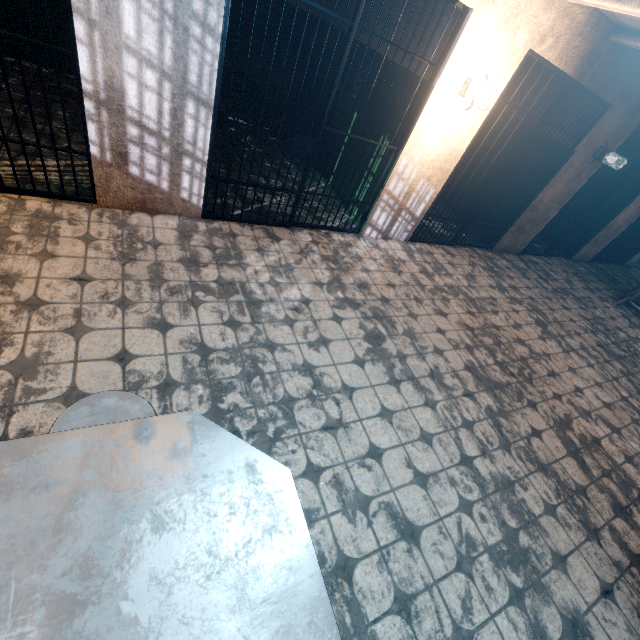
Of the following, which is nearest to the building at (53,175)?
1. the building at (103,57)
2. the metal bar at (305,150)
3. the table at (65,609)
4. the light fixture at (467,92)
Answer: the building at (103,57)

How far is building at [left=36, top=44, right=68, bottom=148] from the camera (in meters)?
3.54

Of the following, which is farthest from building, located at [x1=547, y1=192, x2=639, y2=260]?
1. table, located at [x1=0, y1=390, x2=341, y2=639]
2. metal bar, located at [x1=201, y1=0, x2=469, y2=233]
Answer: table, located at [x1=0, y1=390, x2=341, y2=639]

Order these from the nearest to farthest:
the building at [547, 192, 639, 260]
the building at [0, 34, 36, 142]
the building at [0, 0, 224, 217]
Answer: the building at [0, 0, 224, 217]
the building at [0, 34, 36, 142]
the building at [547, 192, 639, 260]

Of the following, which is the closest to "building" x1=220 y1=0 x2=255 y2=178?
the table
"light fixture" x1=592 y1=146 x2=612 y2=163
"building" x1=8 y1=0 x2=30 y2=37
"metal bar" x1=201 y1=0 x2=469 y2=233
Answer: "metal bar" x1=201 y1=0 x2=469 y2=233

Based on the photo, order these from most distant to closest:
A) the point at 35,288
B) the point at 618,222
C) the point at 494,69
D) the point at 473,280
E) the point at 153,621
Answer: the point at 618,222 → the point at 473,280 → the point at 494,69 → the point at 35,288 → the point at 153,621

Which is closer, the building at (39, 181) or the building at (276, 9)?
the building at (39, 181)
